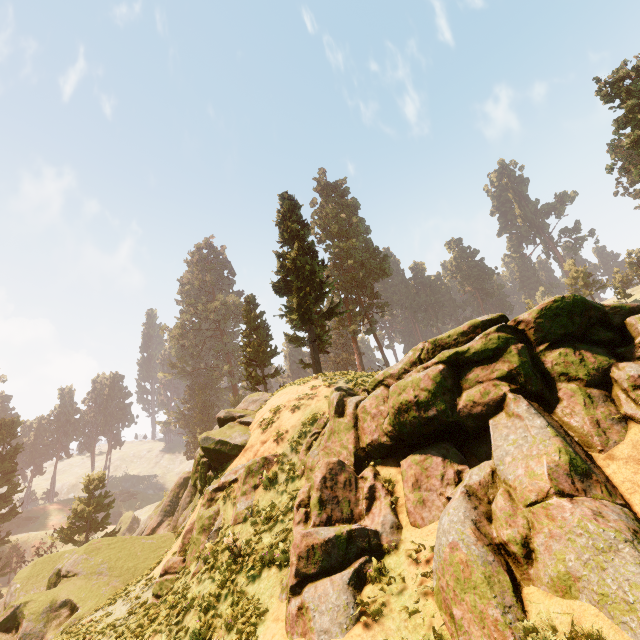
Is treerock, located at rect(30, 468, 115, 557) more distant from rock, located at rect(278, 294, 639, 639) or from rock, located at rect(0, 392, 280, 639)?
rock, located at rect(278, 294, 639, 639)

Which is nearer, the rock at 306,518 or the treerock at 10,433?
the rock at 306,518

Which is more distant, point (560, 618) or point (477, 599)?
point (477, 599)

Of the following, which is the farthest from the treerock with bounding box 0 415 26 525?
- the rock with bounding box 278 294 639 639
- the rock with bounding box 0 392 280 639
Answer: the rock with bounding box 278 294 639 639

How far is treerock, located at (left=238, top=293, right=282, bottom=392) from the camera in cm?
3709

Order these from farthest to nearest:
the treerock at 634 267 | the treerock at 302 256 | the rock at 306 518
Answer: the treerock at 634 267 → the treerock at 302 256 → the rock at 306 518
